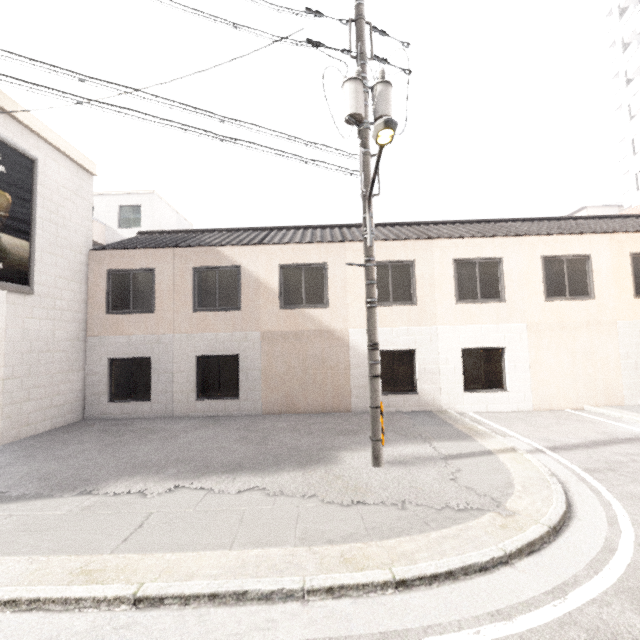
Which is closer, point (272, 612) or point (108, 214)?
point (272, 612)

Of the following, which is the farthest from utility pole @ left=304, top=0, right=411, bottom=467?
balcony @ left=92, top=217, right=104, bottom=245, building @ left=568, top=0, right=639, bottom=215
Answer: balcony @ left=92, top=217, right=104, bottom=245

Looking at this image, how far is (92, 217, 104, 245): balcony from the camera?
18.8 meters

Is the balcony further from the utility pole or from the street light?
the street light

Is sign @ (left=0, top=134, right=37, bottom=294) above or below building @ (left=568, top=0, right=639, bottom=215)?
below

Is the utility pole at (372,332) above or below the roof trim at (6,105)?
below

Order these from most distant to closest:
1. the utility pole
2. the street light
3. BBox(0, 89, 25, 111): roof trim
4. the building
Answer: the building
BBox(0, 89, 25, 111): roof trim
the utility pole
the street light

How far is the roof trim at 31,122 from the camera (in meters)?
8.85
